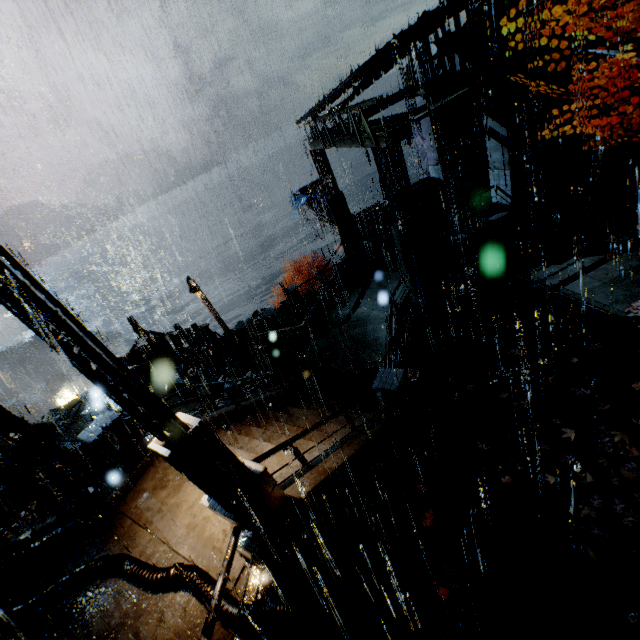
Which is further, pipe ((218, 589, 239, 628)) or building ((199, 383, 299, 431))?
building ((199, 383, 299, 431))

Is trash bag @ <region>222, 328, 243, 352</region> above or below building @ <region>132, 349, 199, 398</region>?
above

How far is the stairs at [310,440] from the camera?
8.98m

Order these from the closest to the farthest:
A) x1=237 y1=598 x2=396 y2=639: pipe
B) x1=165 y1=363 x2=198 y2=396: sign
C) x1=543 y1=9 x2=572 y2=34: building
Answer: x1=237 y1=598 x2=396 y2=639: pipe, x1=543 y1=9 x2=572 y2=34: building, x1=165 y1=363 x2=198 y2=396: sign

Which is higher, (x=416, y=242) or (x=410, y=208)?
(x=416, y=242)

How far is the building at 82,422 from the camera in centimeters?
1872cm

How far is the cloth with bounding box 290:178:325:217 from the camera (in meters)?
26.59

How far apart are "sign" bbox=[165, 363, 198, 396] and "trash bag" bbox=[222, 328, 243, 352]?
1.7 meters
